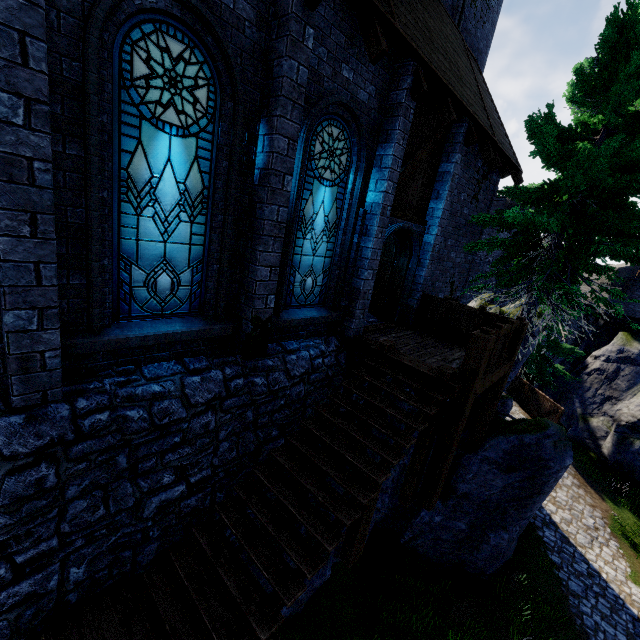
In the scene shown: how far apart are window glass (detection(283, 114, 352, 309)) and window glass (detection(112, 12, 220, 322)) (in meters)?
1.53

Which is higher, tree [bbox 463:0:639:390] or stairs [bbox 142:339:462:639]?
tree [bbox 463:0:639:390]

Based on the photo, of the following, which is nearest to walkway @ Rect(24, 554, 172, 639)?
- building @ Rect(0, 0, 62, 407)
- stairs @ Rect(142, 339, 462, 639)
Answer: stairs @ Rect(142, 339, 462, 639)

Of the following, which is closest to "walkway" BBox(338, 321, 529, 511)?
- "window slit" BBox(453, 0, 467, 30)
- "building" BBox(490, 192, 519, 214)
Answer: "window slit" BBox(453, 0, 467, 30)

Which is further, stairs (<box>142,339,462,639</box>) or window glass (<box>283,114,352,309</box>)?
window glass (<box>283,114,352,309</box>)

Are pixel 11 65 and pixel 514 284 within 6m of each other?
no

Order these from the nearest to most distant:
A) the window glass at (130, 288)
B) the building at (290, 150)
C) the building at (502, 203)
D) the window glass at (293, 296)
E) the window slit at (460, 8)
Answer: the window glass at (130, 288)
the building at (290, 150)
the window glass at (293, 296)
the window slit at (460, 8)
the building at (502, 203)

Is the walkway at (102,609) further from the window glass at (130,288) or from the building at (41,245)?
the window glass at (130,288)
